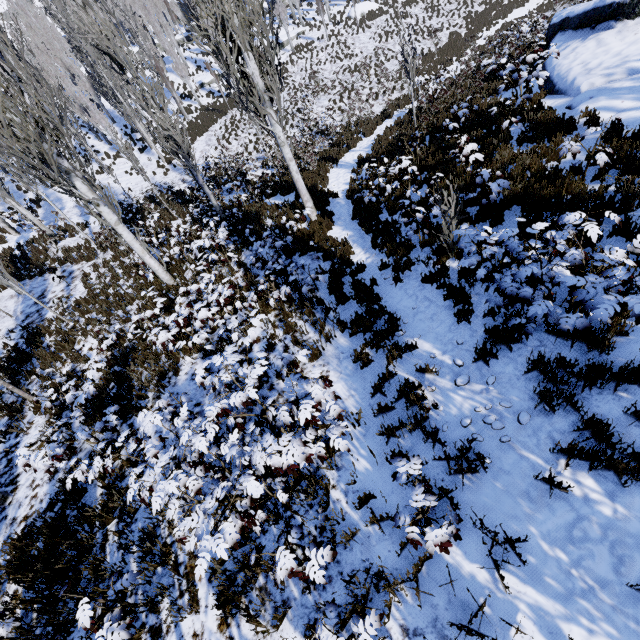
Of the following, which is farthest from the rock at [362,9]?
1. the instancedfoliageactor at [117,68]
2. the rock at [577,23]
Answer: the rock at [577,23]

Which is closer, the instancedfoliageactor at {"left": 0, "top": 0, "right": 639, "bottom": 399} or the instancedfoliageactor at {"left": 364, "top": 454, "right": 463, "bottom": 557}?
the instancedfoliageactor at {"left": 364, "top": 454, "right": 463, "bottom": 557}

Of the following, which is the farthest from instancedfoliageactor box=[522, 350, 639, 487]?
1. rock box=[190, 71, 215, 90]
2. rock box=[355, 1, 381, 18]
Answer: rock box=[355, 1, 381, 18]

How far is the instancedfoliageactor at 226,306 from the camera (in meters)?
6.27

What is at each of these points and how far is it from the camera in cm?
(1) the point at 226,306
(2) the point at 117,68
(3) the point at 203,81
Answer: (1) instancedfoliageactor, 699
(2) instancedfoliageactor, 2875
(3) rock, 3494

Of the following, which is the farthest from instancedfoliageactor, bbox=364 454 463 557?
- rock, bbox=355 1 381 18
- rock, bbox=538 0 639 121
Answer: rock, bbox=538 0 639 121

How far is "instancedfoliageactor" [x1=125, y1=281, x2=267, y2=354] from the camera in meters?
6.3 m
